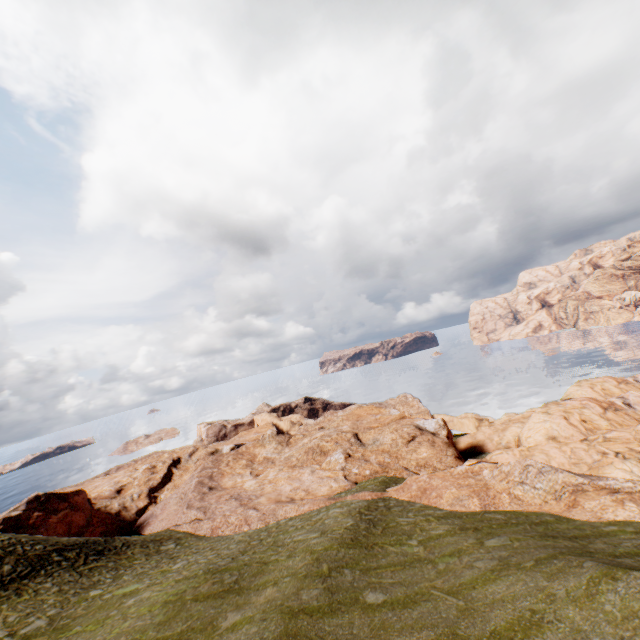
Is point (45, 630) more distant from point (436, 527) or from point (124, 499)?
point (124, 499)
